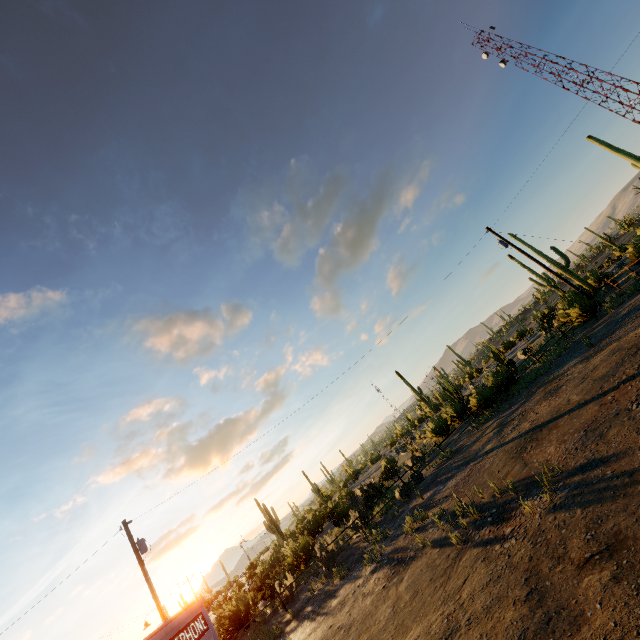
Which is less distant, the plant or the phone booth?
the phone booth

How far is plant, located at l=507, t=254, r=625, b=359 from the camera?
18.5m

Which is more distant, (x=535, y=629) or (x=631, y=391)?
(x=631, y=391)

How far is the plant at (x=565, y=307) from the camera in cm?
1852

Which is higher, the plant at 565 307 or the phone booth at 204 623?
the phone booth at 204 623

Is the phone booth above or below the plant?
above
